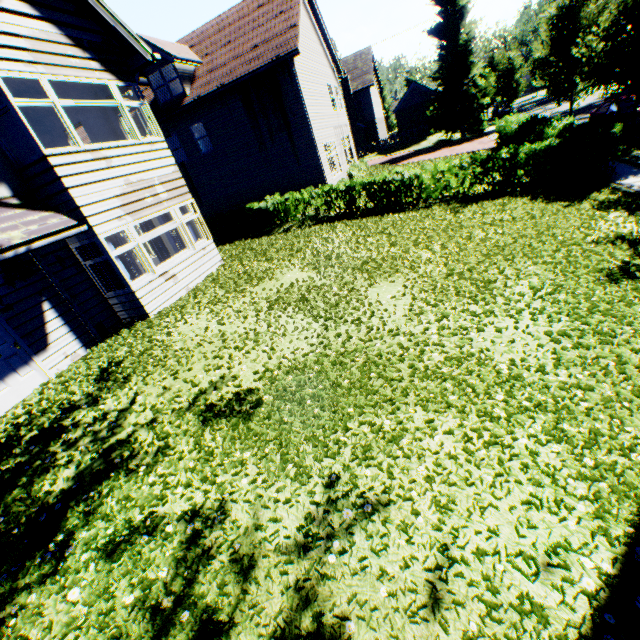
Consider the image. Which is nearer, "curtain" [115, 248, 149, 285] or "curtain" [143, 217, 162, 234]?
"curtain" [115, 248, 149, 285]

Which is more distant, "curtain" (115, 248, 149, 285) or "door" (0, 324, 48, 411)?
"curtain" (115, 248, 149, 285)

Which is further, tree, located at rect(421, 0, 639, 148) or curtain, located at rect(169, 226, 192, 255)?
tree, located at rect(421, 0, 639, 148)

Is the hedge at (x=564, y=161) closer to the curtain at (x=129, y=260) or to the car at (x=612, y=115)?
the car at (x=612, y=115)

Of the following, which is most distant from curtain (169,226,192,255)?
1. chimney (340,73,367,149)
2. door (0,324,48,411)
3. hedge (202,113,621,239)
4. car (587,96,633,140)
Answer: chimney (340,73,367,149)

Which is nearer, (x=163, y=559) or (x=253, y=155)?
(x=163, y=559)

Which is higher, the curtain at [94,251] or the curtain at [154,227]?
the curtain at [94,251]

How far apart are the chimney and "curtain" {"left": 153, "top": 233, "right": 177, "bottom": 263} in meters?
35.6 m
